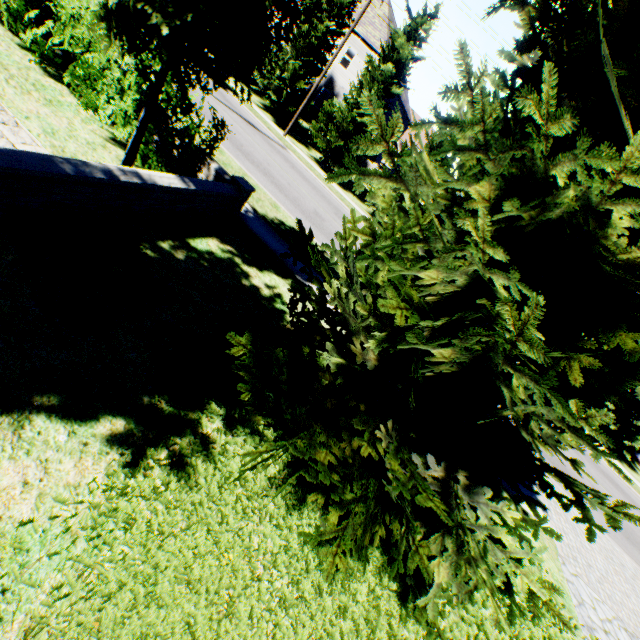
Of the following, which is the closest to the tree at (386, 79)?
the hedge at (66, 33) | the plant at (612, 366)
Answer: the plant at (612, 366)

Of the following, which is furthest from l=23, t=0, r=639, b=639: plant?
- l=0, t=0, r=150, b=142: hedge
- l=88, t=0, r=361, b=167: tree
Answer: l=0, t=0, r=150, b=142: hedge

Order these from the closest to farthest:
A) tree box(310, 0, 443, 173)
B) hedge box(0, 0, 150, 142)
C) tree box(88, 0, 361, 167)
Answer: tree box(88, 0, 361, 167) < hedge box(0, 0, 150, 142) < tree box(310, 0, 443, 173)

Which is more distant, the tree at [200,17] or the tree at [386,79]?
the tree at [386,79]

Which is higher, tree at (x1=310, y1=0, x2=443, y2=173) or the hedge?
tree at (x1=310, y1=0, x2=443, y2=173)

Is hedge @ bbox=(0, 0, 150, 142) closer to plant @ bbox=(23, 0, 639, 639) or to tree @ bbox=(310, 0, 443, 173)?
tree @ bbox=(310, 0, 443, 173)

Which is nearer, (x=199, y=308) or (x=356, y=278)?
(x=356, y=278)
